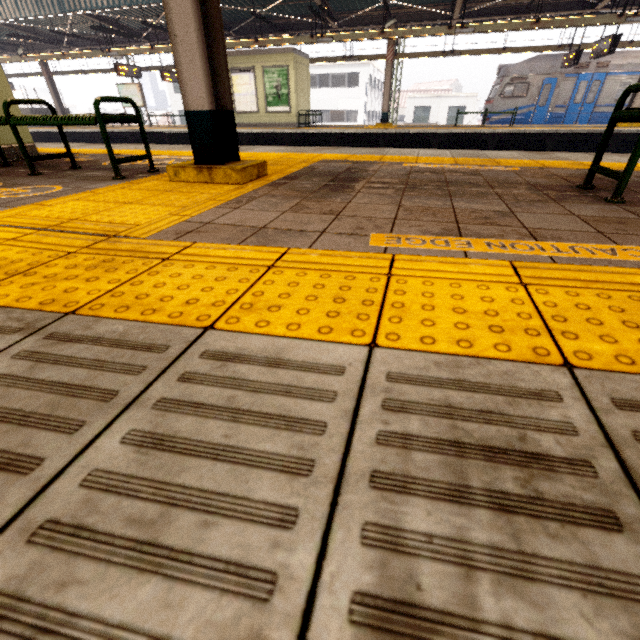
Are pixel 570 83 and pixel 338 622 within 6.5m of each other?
no

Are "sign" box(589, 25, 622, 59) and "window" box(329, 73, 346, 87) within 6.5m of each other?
no

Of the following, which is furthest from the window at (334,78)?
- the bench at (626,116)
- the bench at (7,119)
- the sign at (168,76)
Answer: the bench at (626,116)

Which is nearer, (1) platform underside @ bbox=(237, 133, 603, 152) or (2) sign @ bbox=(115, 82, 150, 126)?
(1) platform underside @ bbox=(237, 133, 603, 152)

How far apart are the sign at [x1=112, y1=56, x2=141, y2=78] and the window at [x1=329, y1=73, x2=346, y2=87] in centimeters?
2137cm

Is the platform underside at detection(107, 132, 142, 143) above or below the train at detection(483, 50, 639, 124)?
below

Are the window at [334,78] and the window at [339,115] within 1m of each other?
no

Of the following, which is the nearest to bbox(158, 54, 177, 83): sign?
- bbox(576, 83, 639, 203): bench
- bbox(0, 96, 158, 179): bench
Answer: bbox(0, 96, 158, 179): bench
